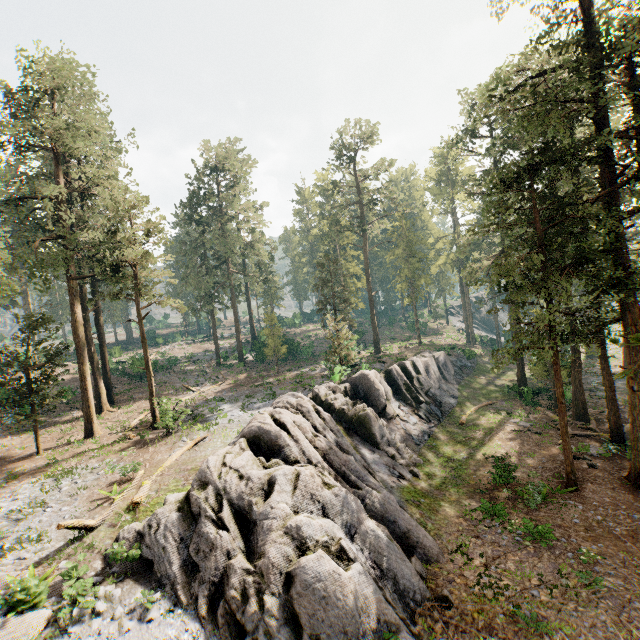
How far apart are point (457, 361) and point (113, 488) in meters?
40.3 m

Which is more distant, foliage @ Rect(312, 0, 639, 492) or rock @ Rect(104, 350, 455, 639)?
foliage @ Rect(312, 0, 639, 492)

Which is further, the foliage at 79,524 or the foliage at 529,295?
the foliage at 529,295

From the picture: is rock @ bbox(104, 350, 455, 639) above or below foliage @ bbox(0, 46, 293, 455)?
below

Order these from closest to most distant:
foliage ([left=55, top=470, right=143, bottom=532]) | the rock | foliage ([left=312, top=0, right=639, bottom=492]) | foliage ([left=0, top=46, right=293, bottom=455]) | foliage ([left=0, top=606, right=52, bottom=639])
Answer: foliage ([left=0, top=606, right=52, bottom=639]), the rock, foliage ([left=55, top=470, right=143, bottom=532]), foliage ([left=312, top=0, right=639, bottom=492]), foliage ([left=0, top=46, right=293, bottom=455])

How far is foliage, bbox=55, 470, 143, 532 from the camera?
11.59m

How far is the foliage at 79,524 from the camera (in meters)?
11.59

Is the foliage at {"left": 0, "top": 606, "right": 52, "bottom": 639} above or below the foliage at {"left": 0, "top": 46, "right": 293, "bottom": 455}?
below
